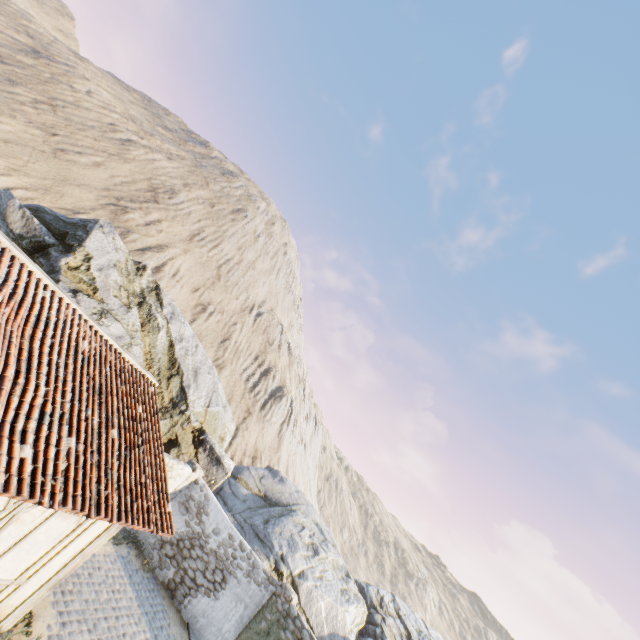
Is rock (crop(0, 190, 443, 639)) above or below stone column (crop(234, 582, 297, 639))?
above

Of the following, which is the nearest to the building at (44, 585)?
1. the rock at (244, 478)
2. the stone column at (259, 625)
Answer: the rock at (244, 478)

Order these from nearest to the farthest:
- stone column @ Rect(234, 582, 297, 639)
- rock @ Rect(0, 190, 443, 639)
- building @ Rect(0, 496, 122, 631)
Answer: building @ Rect(0, 496, 122, 631) → stone column @ Rect(234, 582, 297, 639) → rock @ Rect(0, 190, 443, 639)

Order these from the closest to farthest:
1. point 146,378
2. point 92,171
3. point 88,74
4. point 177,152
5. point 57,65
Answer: point 146,378
point 92,171
point 57,65
point 88,74
point 177,152

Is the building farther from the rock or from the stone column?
the stone column

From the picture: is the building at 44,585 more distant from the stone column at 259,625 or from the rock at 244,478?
the stone column at 259,625

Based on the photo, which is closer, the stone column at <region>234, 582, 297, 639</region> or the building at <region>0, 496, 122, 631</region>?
the building at <region>0, 496, 122, 631</region>
